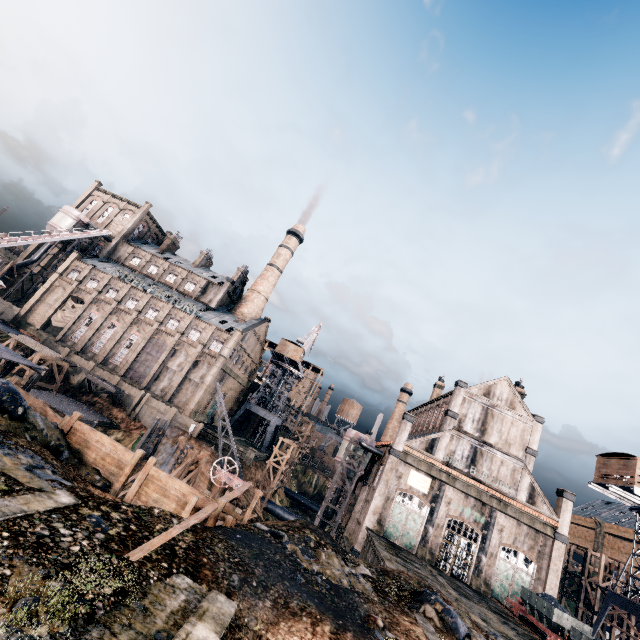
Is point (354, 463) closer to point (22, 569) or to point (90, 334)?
point (22, 569)

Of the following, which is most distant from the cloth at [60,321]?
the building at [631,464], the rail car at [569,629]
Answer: the building at [631,464]

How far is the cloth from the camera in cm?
5562

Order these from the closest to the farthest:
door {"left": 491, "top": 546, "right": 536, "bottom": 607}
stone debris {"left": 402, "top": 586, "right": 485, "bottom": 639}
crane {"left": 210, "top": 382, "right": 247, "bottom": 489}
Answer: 1. stone debris {"left": 402, "top": 586, "right": 485, "bottom": 639}
2. crane {"left": 210, "top": 382, "right": 247, "bottom": 489}
3. door {"left": 491, "top": 546, "right": 536, "bottom": 607}

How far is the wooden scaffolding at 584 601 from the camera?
41.09m

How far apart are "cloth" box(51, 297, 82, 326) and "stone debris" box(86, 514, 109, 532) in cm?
5840

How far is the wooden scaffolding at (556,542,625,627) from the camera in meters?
41.1 m

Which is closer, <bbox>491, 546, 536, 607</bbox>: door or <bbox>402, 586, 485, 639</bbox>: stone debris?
<bbox>402, 586, 485, 639</bbox>: stone debris
